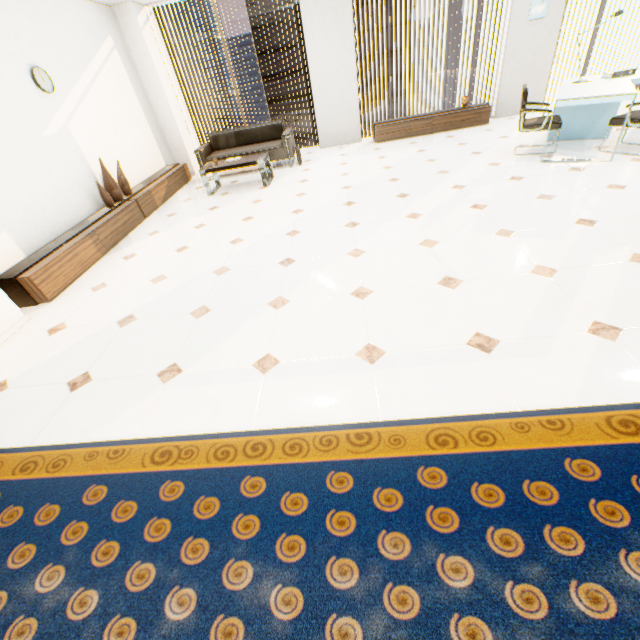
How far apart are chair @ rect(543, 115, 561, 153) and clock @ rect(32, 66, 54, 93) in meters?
6.5 m

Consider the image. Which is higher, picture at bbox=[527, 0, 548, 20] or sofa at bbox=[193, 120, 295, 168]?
picture at bbox=[527, 0, 548, 20]

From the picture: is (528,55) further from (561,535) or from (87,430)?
(87,430)

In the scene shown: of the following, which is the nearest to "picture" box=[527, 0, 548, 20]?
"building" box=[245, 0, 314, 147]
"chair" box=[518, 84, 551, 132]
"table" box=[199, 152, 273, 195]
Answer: "chair" box=[518, 84, 551, 132]

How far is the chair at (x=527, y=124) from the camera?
4.56m

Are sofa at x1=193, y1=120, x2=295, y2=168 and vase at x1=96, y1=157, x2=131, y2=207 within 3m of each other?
yes

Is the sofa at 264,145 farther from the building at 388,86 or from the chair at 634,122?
the building at 388,86

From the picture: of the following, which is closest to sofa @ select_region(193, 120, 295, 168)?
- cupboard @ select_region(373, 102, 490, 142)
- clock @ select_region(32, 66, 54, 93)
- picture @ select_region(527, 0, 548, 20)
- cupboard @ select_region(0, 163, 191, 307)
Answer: cupboard @ select_region(0, 163, 191, 307)
